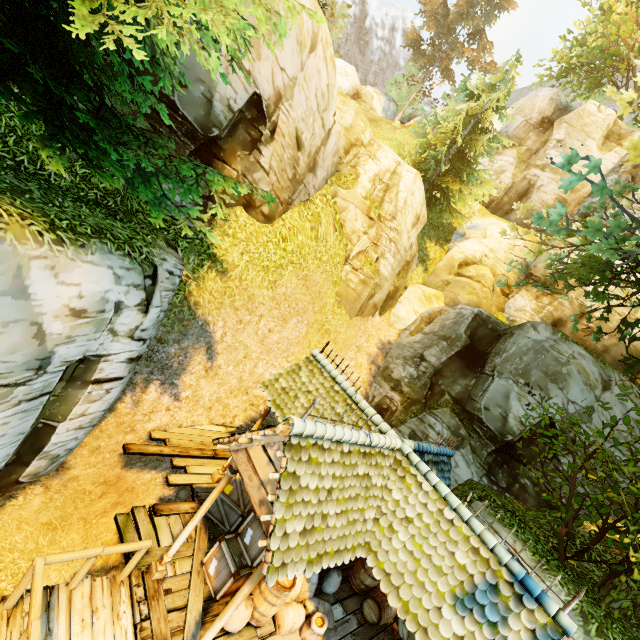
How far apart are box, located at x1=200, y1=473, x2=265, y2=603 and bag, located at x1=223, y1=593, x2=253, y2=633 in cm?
28

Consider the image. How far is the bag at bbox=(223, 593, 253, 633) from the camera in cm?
596

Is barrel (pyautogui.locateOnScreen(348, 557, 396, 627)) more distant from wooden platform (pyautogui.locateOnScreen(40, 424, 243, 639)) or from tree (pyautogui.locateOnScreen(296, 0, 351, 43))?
tree (pyautogui.locateOnScreen(296, 0, 351, 43))

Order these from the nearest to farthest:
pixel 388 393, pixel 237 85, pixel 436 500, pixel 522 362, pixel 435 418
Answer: pixel 436 500
pixel 237 85
pixel 522 362
pixel 435 418
pixel 388 393

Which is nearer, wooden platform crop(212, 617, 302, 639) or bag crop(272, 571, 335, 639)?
wooden platform crop(212, 617, 302, 639)

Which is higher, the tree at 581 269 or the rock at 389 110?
the rock at 389 110

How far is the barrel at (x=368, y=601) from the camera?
8.1 meters

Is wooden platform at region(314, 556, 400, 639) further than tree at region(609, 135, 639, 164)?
Yes
